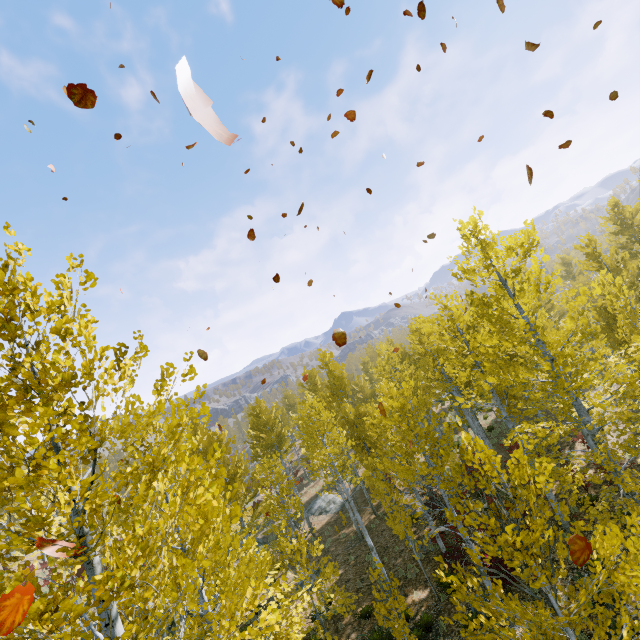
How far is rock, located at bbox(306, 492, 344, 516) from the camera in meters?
24.8 m

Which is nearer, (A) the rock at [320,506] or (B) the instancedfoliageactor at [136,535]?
(B) the instancedfoliageactor at [136,535]

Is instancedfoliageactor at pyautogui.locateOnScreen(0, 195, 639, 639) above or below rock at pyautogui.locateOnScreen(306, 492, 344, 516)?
above

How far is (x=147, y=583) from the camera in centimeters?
214cm

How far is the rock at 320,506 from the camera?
24.8m

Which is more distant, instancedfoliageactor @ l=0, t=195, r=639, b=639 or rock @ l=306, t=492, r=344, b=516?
rock @ l=306, t=492, r=344, b=516
